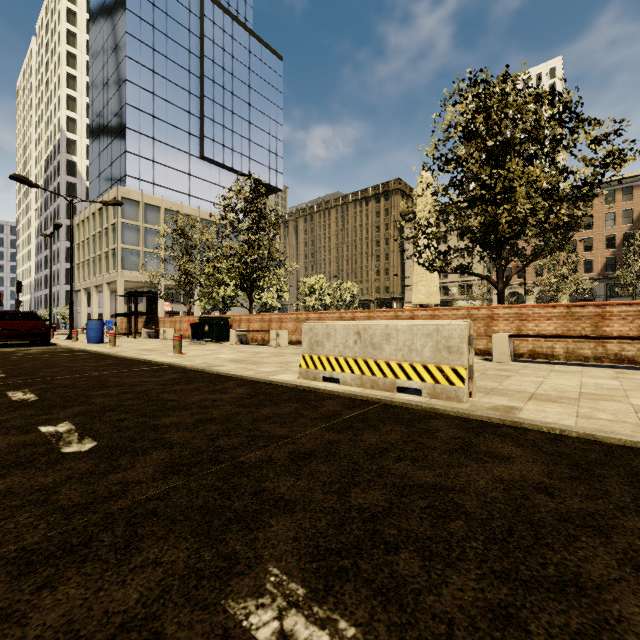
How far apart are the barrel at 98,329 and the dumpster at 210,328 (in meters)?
3.62

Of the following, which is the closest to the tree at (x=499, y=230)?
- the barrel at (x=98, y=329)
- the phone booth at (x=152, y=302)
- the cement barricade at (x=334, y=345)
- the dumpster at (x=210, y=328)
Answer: the phone booth at (x=152, y=302)

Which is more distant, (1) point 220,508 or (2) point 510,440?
(2) point 510,440

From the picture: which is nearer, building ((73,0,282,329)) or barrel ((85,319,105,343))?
barrel ((85,319,105,343))

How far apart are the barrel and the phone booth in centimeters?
444cm

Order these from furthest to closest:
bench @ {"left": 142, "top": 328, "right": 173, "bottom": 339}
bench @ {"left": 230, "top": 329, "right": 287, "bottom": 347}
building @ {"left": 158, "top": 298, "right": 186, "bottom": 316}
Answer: building @ {"left": 158, "top": 298, "right": 186, "bottom": 316}
bench @ {"left": 142, "top": 328, "right": 173, "bottom": 339}
bench @ {"left": 230, "top": 329, "right": 287, "bottom": 347}

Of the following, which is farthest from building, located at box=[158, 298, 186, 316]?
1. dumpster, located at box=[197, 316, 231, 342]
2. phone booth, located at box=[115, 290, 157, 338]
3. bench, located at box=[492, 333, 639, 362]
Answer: bench, located at box=[492, 333, 639, 362]

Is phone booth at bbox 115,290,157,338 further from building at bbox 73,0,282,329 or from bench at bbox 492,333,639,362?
building at bbox 73,0,282,329
